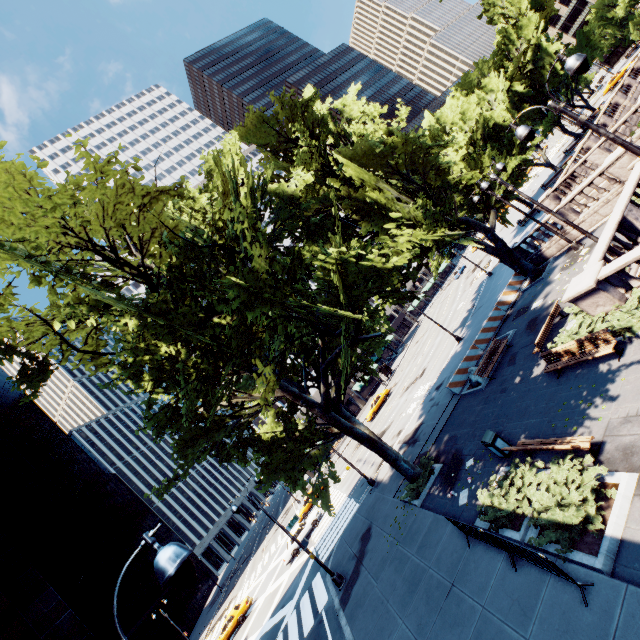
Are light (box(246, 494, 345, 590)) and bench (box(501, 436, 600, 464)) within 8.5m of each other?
no

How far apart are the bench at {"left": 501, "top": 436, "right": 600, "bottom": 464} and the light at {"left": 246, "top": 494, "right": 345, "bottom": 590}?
12.2 meters

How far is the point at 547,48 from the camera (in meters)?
40.06

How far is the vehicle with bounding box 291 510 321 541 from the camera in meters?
30.4 m

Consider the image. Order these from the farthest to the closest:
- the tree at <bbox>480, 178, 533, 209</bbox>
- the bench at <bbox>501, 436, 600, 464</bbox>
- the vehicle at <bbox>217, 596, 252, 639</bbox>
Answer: the vehicle at <bbox>217, 596, 252, 639</bbox> < the tree at <bbox>480, 178, 533, 209</bbox> < the bench at <bbox>501, 436, 600, 464</bbox>

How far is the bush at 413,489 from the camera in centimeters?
1642cm

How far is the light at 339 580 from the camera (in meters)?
17.23

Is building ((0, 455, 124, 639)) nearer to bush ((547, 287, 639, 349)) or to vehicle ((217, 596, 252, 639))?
vehicle ((217, 596, 252, 639))
